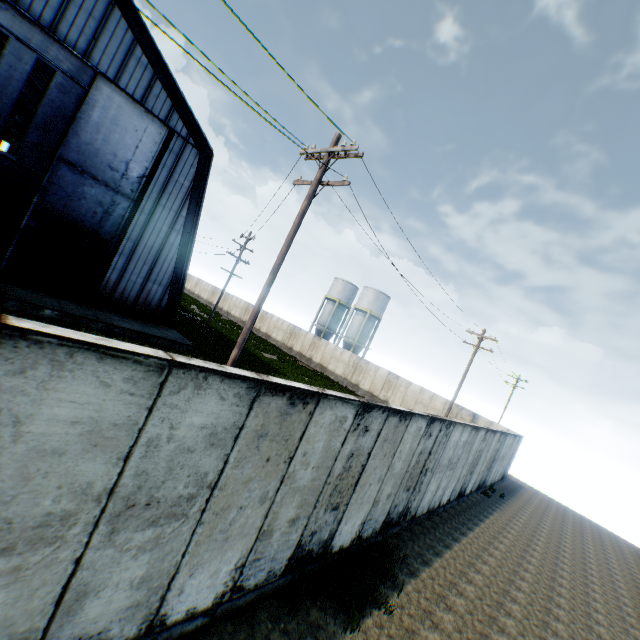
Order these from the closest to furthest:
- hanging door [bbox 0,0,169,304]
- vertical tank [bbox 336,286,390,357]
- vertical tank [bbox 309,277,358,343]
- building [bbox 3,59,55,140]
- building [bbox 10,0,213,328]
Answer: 1. hanging door [bbox 0,0,169,304]
2. building [bbox 10,0,213,328]
3. building [bbox 3,59,55,140]
4. vertical tank [bbox 336,286,390,357]
5. vertical tank [bbox 309,277,358,343]

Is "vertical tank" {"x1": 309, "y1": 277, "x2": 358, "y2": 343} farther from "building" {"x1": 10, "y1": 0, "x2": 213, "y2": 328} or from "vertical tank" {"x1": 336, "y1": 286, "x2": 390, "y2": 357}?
"building" {"x1": 10, "y1": 0, "x2": 213, "y2": 328}

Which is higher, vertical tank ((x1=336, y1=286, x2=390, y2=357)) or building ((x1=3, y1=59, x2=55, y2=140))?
building ((x1=3, y1=59, x2=55, y2=140))

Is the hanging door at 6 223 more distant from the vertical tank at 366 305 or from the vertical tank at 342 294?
the vertical tank at 342 294

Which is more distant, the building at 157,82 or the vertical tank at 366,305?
the vertical tank at 366,305

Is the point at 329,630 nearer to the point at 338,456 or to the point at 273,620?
the point at 273,620

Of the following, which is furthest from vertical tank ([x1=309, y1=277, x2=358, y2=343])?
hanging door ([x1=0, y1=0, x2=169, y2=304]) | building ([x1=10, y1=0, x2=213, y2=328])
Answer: hanging door ([x1=0, y1=0, x2=169, y2=304])

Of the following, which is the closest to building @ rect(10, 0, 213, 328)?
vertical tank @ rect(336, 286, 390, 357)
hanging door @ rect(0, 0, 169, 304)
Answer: hanging door @ rect(0, 0, 169, 304)
